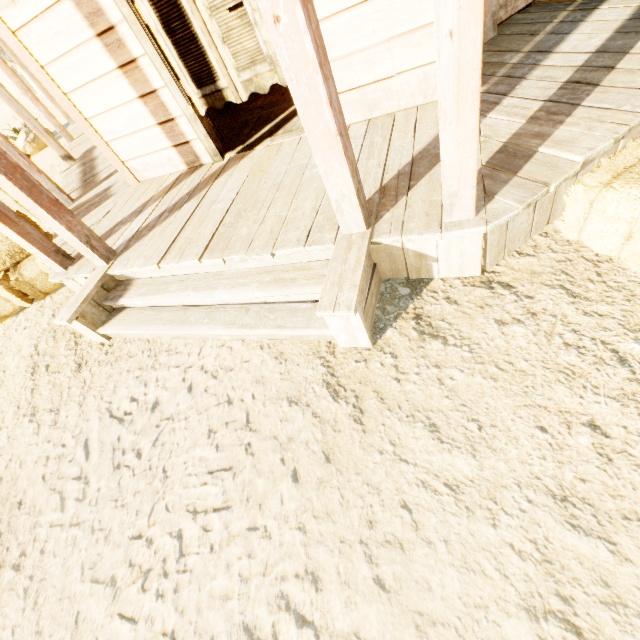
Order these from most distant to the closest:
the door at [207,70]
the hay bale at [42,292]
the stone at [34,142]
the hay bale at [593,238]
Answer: the stone at [34,142] < the hay bale at [42,292] < the door at [207,70] < the hay bale at [593,238]

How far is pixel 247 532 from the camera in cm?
173

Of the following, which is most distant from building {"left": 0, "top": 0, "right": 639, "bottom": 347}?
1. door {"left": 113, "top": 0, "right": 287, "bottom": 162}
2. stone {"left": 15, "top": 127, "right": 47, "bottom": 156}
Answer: stone {"left": 15, "top": 127, "right": 47, "bottom": 156}

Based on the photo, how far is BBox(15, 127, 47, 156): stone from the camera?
11.6 meters

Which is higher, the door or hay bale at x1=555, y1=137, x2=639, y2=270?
the door

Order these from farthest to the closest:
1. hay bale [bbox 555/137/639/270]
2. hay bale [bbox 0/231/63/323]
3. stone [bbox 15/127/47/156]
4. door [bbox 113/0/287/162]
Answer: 1. stone [bbox 15/127/47/156]
2. hay bale [bbox 0/231/63/323]
3. door [bbox 113/0/287/162]
4. hay bale [bbox 555/137/639/270]

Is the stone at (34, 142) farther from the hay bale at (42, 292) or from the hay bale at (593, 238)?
the hay bale at (593, 238)

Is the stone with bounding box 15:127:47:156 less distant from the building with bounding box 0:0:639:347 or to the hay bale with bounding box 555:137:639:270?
the building with bounding box 0:0:639:347
